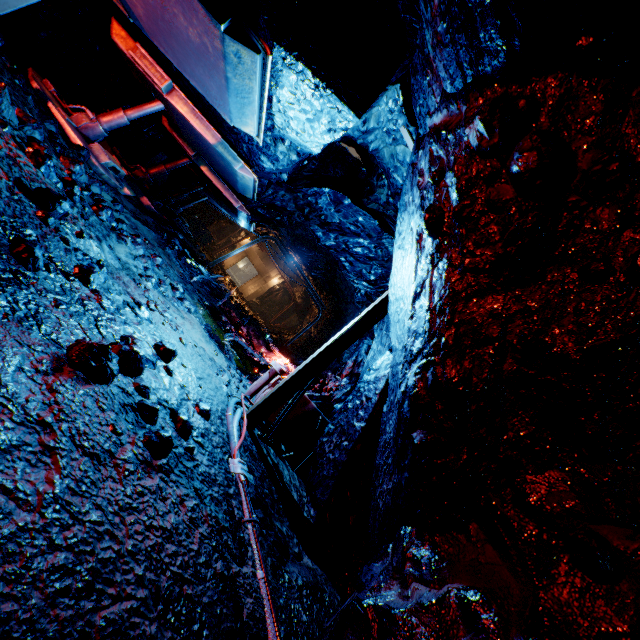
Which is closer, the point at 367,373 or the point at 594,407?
the point at 594,407

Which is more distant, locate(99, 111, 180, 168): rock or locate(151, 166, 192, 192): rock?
locate(151, 166, 192, 192): rock

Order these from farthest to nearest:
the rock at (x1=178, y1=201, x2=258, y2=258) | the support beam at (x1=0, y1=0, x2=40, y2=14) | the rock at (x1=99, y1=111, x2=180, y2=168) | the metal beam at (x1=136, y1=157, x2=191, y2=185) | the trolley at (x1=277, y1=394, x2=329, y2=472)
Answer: the rock at (x1=178, y1=201, x2=258, y2=258) < the rock at (x1=99, y1=111, x2=180, y2=168) < the metal beam at (x1=136, y1=157, x2=191, y2=185) < the trolley at (x1=277, y1=394, x2=329, y2=472) < the support beam at (x1=0, y1=0, x2=40, y2=14)

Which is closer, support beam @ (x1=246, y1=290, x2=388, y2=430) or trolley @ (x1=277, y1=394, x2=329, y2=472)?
support beam @ (x1=246, y1=290, x2=388, y2=430)

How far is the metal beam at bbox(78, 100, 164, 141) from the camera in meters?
5.7 m

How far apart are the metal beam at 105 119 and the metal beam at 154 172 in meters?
2.6 m

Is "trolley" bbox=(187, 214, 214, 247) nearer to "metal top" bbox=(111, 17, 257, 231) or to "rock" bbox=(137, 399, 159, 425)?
"rock" bbox=(137, 399, 159, 425)

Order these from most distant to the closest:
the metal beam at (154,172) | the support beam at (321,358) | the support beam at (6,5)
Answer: the metal beam at (154,172)
the support beam at (321,358)
the support beam at (6,5)
